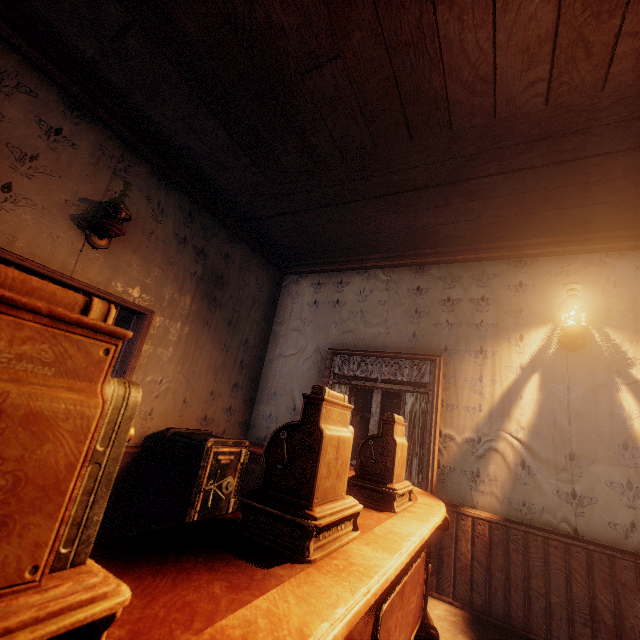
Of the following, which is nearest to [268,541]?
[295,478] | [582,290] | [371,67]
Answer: [295,478]

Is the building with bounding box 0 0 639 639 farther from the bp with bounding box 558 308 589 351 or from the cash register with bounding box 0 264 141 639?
the cash register with bounding box 0 264 141 639

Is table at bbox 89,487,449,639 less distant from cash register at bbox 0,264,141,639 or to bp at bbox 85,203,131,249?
cash register at bbox 0,264,141,639

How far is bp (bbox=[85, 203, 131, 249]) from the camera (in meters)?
2.89

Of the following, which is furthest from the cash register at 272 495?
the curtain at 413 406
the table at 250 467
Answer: the curtain at 413 406

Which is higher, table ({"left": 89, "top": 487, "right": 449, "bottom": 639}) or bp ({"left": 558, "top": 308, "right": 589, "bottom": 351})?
bp ({"left": 558, "top": 308, "right": 589, "bottom": 351})

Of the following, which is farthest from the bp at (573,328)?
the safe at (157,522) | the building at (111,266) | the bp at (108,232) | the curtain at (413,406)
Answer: the bp at (108,232)

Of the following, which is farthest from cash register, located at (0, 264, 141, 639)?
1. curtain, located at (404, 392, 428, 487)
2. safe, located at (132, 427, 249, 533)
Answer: curtain, located at (404, 392, 428, 487)
